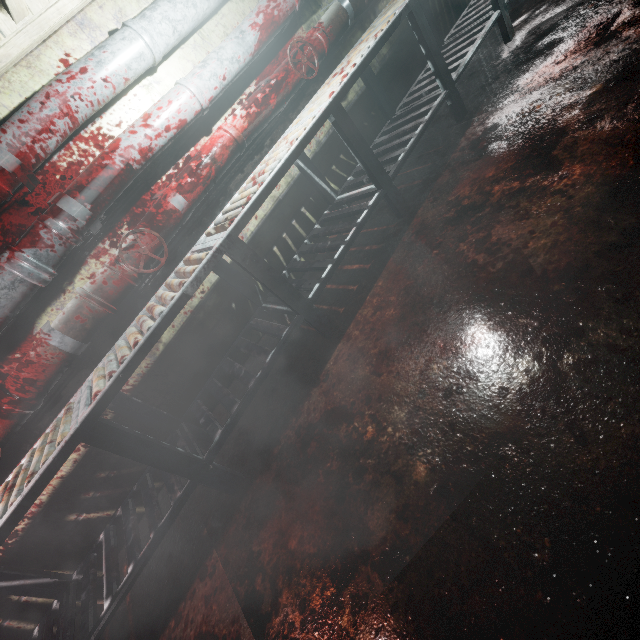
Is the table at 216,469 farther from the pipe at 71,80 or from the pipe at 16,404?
the pipe at 71,80

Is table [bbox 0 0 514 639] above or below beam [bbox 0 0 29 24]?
below

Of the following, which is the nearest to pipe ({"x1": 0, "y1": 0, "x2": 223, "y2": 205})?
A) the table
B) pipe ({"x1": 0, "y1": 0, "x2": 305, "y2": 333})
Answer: pipe ({"x1": 0, "y1": 0, "x2": 305, "y2": 333})

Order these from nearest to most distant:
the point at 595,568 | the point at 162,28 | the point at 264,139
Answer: the point at 595,568
the point at 162,28
the point at 264,139

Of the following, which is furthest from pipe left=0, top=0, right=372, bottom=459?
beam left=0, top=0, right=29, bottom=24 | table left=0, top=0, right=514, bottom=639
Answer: beam left=0, top=0, right=29, bottom=24

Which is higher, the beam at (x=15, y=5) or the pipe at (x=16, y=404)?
the beam at (x=15, y=5)

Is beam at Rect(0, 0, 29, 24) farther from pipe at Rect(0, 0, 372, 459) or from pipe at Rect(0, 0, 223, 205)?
pipe at Rect(0, 0, 372, 459)

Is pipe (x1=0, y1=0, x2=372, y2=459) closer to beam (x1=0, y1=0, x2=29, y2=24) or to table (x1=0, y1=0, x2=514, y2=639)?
table (x1=0, y1=0, x2=514, y2=639)
